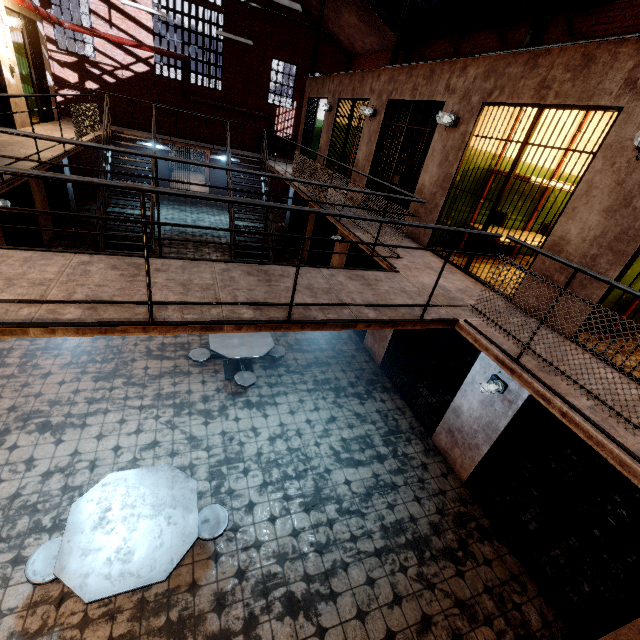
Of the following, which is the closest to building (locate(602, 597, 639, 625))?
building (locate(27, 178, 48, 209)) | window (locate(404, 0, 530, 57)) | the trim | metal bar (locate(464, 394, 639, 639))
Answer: metal bar (locate(464, 394, 639, 639))

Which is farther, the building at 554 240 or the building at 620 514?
the building at 620 514

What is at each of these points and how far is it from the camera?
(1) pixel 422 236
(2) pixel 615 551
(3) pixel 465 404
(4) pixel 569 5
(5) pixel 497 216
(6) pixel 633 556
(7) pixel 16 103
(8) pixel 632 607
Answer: (1) building, 6.3 meters
(2) building, 4.9 meters
(3) building, 5.4 meters
(4) window, 7.0 meters
(5) metal bar, 4.8 meters
(6) building, 4.9 meters
(7) building, 7.7 meters
(8) building, 4.3 meters

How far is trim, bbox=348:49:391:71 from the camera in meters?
14.2 m

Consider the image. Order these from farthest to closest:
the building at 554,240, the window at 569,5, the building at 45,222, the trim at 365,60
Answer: the trim at 365,60
the building at 45,222
the window at 569,5
the building at 554,240

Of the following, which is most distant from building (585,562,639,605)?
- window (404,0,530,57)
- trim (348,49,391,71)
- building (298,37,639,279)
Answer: trim (348,49,391,71)

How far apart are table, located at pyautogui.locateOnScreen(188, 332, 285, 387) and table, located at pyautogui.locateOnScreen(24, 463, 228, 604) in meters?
2.0 m

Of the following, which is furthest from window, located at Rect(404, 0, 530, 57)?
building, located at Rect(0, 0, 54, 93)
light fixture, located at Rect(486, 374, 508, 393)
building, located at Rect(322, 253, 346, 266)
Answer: light fixture, located at Rect(486, 374, 508, 393)
